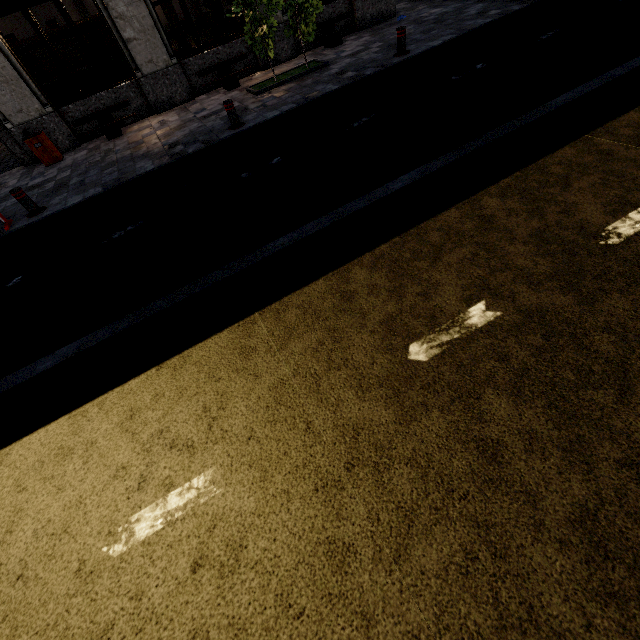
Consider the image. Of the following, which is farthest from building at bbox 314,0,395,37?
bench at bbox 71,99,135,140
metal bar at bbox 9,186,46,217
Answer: metal bar at bbox 9,186,46,217

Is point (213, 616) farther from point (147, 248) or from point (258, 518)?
point (147, 248)

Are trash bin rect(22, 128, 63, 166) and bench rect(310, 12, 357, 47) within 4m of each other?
no

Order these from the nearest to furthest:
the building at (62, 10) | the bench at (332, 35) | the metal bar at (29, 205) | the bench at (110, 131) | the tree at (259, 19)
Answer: the metal bar at (29, 205) < the tree at (259, 19) < the building at (62, 10) < the bench at (110, 131) < the bench at (332, 35)

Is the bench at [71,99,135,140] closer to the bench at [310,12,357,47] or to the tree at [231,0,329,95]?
the tree at [231,0,329,95]

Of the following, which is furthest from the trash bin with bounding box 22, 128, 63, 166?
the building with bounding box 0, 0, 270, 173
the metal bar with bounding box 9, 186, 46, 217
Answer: the metal bar with bounding box 9, 186, 46, 217

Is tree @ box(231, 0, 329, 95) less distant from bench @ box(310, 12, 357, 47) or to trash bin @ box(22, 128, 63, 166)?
bench @ box(310, 12, 357, 47)

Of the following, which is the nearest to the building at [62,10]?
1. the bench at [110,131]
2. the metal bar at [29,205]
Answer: the bench at [110,131]
